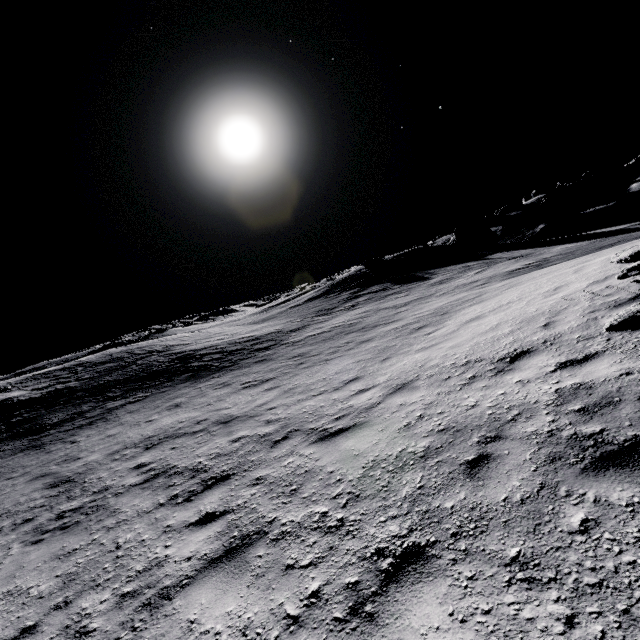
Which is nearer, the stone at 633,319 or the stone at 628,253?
the stone at 633,319

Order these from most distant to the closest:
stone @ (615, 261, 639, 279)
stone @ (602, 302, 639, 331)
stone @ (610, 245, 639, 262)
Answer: stone @ (610, 245, 639, 262) < stone @ (615, 261, 639, 279) < stone @ (602, 302, 639, 331)

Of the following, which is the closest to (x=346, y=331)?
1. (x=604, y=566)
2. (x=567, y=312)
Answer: (x=567, y=312)

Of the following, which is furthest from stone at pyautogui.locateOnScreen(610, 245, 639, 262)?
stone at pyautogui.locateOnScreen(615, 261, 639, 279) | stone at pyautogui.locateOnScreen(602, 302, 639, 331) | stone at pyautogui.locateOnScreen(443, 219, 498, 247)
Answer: stone at pyautogui.locateOnScreen(443, 219, 498, 247)

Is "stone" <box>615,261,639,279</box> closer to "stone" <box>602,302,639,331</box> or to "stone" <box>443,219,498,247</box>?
"stone" <box>602,302,639,331</box>

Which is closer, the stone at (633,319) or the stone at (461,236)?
the stone at (633,319)

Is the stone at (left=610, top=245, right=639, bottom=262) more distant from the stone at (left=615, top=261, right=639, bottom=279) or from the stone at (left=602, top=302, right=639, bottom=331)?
the stone at (left=602, top=302, right=639, bottom=331)

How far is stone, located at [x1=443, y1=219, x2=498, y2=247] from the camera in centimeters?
3466cm
